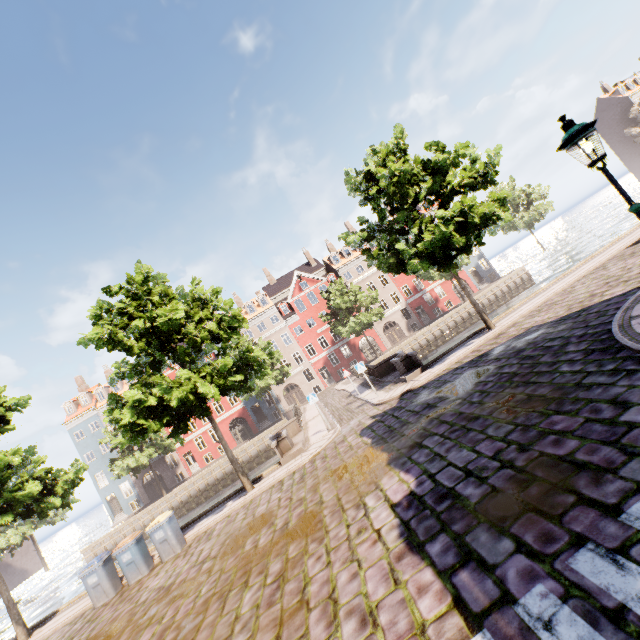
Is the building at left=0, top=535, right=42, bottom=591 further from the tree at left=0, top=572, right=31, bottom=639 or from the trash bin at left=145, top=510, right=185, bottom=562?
the tree at left=0, top=572, right=31, bottom=639

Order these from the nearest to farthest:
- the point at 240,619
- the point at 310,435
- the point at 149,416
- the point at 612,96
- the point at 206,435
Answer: the point at 240,619 < the point at 149,416 < the point at 310,435 < the point at 206,435 < the point at 612,96

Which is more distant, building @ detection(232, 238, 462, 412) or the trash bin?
building @ detection(232, 238, 462, 412)

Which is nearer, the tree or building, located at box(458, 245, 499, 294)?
the tree

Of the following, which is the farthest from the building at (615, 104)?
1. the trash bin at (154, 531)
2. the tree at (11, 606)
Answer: the tree at (11, 606)

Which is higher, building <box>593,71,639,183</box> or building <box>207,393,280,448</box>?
building <box>593,71,639,183</box>

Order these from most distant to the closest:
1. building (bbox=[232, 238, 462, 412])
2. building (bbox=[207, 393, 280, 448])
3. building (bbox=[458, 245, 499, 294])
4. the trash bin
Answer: building (bbox=[458, 245, 499, 294]) → building (bbox=[232, 238, 462, 412]) → building (bbox=[207, 393, 280, 448]) → the trash bin

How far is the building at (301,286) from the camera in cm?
4284
